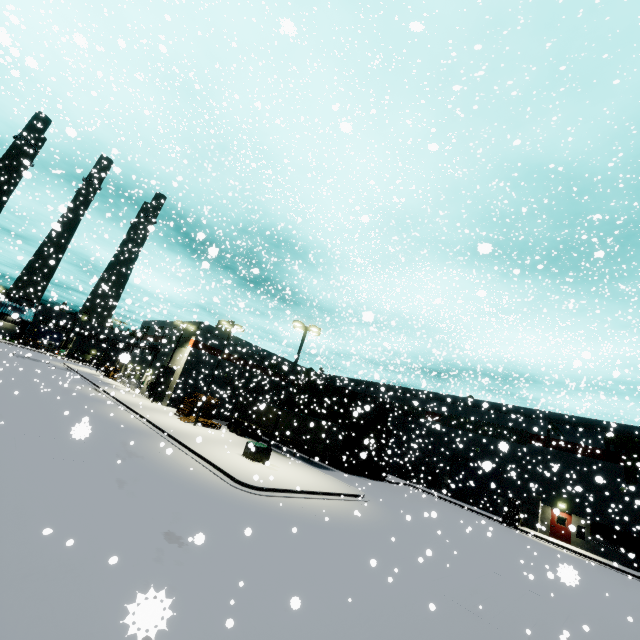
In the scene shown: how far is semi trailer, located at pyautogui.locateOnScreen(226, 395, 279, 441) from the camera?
31.02m

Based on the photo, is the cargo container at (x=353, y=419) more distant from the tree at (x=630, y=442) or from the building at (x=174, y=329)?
the tree at (x=630, y=442)

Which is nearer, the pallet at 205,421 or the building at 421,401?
the building at 421,401

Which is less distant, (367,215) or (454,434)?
(367,215)

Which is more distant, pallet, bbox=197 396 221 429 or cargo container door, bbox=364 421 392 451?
pallet, bbox=197 396 221 429

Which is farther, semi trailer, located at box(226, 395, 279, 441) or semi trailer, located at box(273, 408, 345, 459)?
semi trailer, located at box(226, 395, 279, 441)

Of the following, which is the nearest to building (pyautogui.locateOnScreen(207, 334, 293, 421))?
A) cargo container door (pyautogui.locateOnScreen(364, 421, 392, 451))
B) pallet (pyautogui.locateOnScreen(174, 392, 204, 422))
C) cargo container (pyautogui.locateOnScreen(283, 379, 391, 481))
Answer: pallet (pyautogui.locateOnScreen(174, 392, 204, 422))
